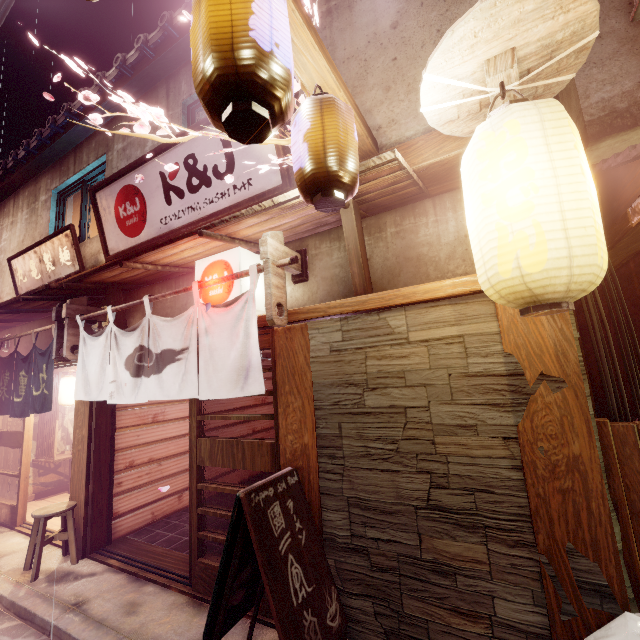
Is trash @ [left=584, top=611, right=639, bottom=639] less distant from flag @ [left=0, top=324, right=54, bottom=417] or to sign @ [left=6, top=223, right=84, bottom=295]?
flag @ [left=0, top=324, right=54, bottom=417]

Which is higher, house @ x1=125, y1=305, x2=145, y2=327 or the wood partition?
house @ x1=125, y1=305, x2=145, y2=327

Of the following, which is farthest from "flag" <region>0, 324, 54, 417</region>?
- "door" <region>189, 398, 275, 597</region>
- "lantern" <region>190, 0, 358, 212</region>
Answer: "lantern" <region>190, 0, 358, 212</region>

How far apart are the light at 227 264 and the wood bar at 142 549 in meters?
5.6

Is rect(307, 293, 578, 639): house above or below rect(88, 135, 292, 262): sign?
below

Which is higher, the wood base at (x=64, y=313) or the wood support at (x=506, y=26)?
the wood support at (x=506, y=26)

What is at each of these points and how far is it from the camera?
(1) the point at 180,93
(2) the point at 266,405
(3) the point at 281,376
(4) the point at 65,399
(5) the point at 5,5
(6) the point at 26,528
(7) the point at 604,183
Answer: (1) house, 9.12m
(2) building, 15.65m
(3) wood pole, 5.95m
(4) lantern, 12.48m
(5) z, 8.03m
(6) door frame, 10.22m
(7) house, 5.25m

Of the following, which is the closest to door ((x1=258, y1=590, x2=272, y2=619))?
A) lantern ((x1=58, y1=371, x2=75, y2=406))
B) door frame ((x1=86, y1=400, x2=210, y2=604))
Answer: door frame ((x1=86, y1=400, x2=210, y2=604))
